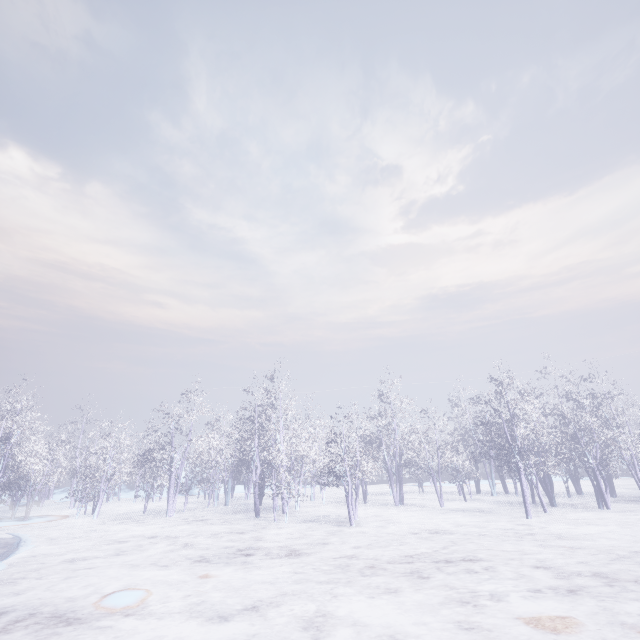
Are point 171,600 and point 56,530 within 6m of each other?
no
